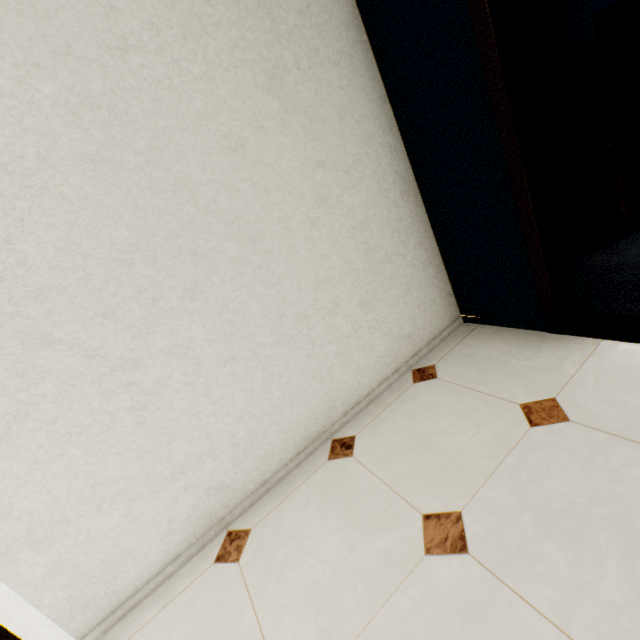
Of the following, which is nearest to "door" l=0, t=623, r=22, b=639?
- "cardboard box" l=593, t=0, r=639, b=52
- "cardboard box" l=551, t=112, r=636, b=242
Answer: "cardboard box" l=551, t=112, r=636, b=242

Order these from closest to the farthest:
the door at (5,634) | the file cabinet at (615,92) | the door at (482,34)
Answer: the door at (5,634), the door at (482,34), the file cabinet at (615,92)

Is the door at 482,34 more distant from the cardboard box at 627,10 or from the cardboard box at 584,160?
the cardboard box at 627,10

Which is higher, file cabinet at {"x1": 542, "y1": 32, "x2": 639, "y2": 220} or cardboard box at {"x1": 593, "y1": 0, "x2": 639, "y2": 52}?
cardboard box at {"x1": 593, "y1": 0, "x2": 639, "y2": 52}

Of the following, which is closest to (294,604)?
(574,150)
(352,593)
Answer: (352,593)

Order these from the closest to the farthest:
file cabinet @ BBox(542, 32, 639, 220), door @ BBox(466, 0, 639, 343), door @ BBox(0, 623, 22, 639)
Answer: door @ BBox(0, 623, 22, 639) < door @ BBox(466, 0, 639, 343) < file cabinet @ BBox(542, 32, 639, 220)

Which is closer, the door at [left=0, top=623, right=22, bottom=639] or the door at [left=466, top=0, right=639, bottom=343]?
the door at [left=0, top=623, right=22, bottom=639]

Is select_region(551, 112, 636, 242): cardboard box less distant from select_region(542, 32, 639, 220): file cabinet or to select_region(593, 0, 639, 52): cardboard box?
select_region(542, 32, 639, 220): file cabinet
